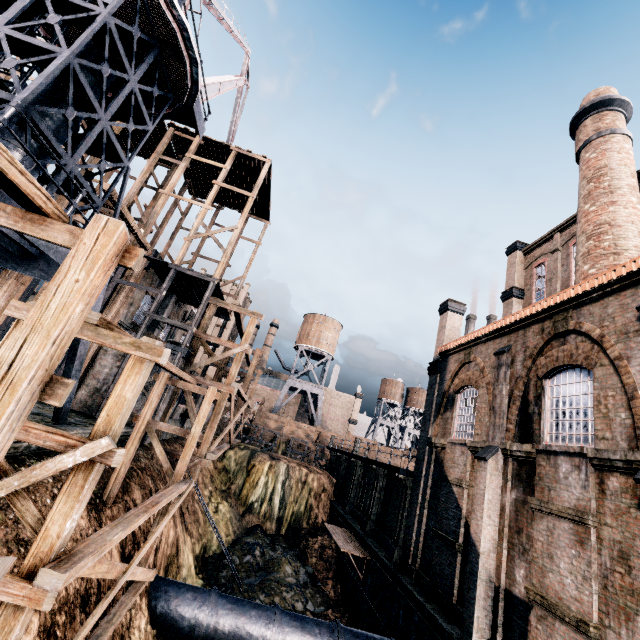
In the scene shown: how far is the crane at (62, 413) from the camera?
13.2m

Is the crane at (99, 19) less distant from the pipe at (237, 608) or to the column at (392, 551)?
the pipe at (237, 608)

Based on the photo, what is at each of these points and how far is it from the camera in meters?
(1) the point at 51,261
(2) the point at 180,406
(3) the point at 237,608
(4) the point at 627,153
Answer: (1) crane, 14.6 m
(2) building, 26.4 m
(3) pipe, 13.8 m
(4) chimney, 16.2 m

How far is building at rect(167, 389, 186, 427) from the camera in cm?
2478

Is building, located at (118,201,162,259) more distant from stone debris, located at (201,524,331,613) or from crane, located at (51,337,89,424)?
stone debris, located at (201,524,331,613)

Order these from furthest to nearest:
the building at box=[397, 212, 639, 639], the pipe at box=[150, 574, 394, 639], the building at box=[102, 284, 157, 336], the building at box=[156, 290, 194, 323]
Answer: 1. the building at box=[156, 290, 194, 323]
2. the building at box=[102, 284, 157, 336]
3. the pipe at box=[150, 574, 394, 639]
4. the building at box=[397, 212, 639, 639]

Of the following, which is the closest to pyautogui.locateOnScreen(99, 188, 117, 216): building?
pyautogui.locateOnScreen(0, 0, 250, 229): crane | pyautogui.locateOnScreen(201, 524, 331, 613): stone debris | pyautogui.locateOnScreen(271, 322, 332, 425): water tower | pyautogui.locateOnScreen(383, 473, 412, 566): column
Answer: pyautogui.locateOnScreen(383, 473, 412, 566): column

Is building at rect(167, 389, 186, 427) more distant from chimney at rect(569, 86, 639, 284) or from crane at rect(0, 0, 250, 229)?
crane at rect(0, 0, 250, 229)
